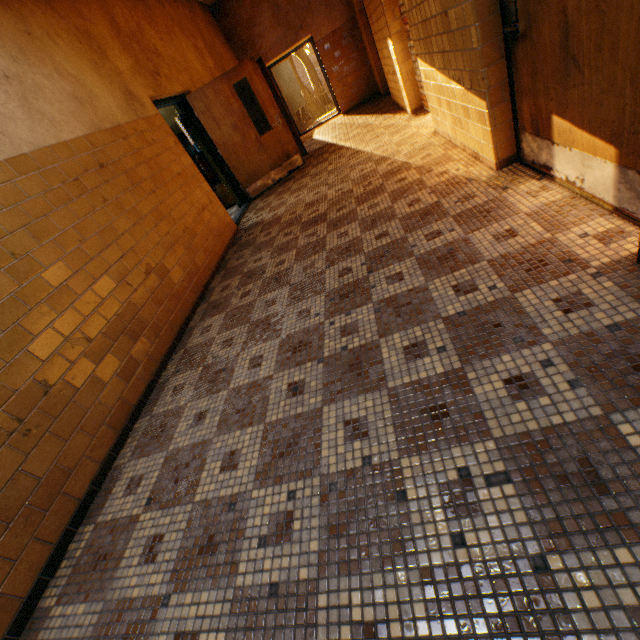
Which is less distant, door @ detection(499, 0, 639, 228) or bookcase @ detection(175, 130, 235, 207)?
door @ detection(499, 0, 639, 228)

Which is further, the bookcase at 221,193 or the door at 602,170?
the bookcase at 221,193

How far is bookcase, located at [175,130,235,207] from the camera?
7.0m

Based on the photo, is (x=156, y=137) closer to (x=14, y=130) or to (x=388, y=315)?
(x=14, y=130)

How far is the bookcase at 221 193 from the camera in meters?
7.0
